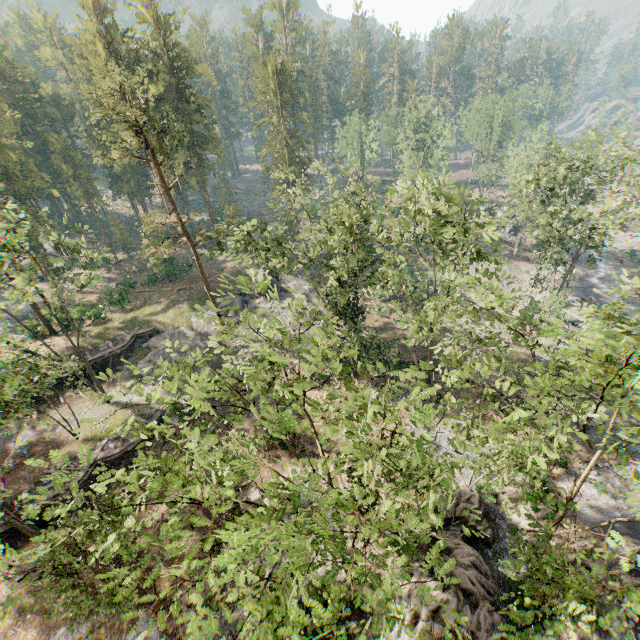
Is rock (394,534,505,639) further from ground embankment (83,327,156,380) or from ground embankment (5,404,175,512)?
ground embankment (83,327,156,380)

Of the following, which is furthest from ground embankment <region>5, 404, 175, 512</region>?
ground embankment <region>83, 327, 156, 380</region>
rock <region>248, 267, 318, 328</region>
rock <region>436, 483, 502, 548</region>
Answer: rock <region>436, 483, 502, 548</region>

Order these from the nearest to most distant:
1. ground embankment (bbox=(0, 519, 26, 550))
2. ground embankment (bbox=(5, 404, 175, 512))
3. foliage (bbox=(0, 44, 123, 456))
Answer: foliage (bbox=(0, 44, 123, 456)), ground embankment (bbox=(0, 519, 26, 550)), ground embankment (bbox=(5, 404, 175, 512))

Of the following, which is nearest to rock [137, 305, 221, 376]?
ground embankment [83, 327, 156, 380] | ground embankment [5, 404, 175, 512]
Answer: ground embankment [83, 327, 156, 380]

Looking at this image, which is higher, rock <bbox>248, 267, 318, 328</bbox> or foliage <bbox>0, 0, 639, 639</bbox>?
foliage <bbox>0, 0, 639, 639</bbox>

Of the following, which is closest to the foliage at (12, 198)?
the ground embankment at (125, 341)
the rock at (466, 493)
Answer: the rock at (466, 493)

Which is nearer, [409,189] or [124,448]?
[409,189]

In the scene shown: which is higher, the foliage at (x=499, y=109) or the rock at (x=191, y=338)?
the foliage at (x=499, y=109)
